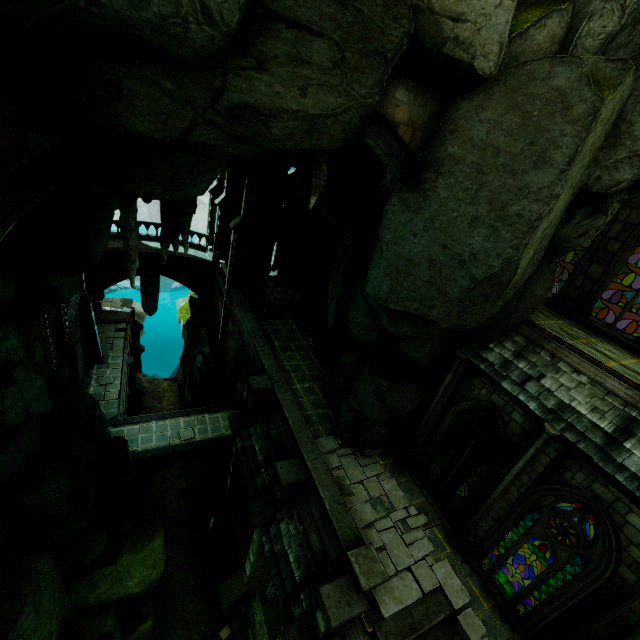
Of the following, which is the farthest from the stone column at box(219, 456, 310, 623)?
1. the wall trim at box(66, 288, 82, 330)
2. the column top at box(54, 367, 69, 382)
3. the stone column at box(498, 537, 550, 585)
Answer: the wall trim at box(66, 288, 82, 330)

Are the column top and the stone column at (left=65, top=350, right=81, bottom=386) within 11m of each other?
yes

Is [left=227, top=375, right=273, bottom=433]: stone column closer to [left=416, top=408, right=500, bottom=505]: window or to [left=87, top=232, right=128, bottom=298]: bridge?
[left=416, top=408, right=500, bottom=505]: window

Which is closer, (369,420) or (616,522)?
(616,522)

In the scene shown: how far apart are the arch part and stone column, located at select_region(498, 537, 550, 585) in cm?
933

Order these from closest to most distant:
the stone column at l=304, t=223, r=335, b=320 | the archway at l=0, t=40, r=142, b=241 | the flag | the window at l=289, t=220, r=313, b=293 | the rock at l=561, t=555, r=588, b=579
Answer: the archway at l=0, t=40, r=142, b=241 → the rock at l=561, t=555, r=588, b=579 → the stone column at l=304, t=223, r=335, b=320 → the window at l=289, t=220, r=313, b=293 → the flag

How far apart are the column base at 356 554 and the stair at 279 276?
19.6 meters

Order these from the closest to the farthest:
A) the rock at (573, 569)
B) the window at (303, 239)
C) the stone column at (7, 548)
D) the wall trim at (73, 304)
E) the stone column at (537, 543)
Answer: the stone column at (7, 548)
the rock at (573, 569)
the stone column at (537, 543)
the wall trim at (73, 304)
the window at (303, 239)
